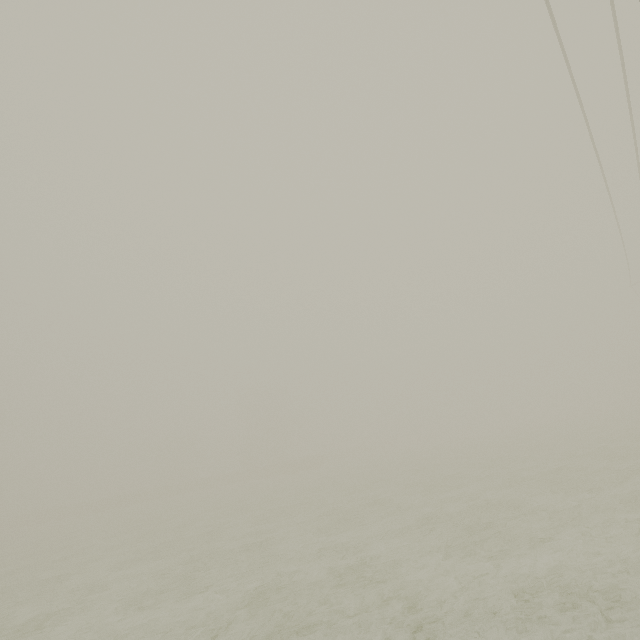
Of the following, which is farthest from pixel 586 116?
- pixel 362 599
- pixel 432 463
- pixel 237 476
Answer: pixel 237 476
